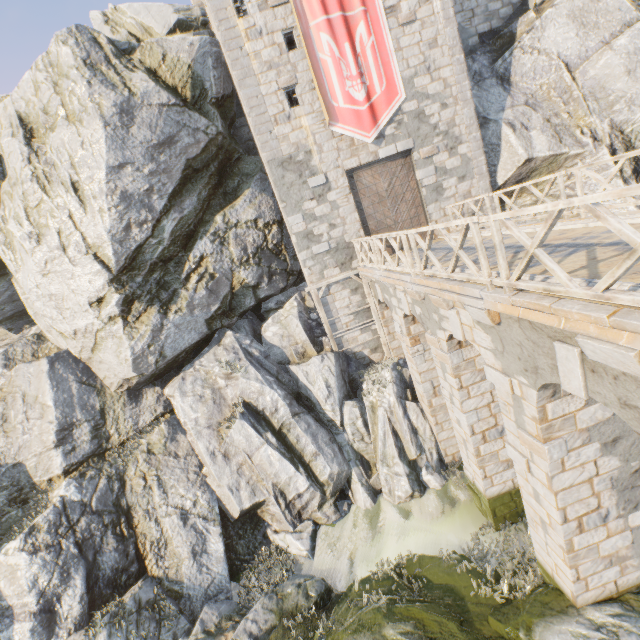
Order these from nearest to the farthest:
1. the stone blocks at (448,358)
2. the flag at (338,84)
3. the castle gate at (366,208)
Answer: the stone blocks at (448,358), the flag at (338,84), the castle gate at (366,208)

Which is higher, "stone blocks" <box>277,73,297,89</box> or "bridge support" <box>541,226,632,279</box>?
"stone blocks" <box>277,73,297,89</box>

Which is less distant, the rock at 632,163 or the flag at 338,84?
the flag at 338,84

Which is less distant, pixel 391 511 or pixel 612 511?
pixel 612 511

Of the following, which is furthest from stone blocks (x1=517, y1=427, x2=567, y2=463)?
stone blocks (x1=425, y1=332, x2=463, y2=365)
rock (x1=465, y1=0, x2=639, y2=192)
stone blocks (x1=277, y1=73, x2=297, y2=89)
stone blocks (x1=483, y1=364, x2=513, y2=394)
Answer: stone blocks (x1=277, y1=73, x2=297, y2=89)

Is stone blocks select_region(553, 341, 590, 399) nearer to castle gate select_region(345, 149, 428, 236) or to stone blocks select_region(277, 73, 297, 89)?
castle gate select_region(345, 149, 428, 236)

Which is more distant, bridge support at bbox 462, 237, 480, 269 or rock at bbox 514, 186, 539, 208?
rock at bbox 514, 186, 539, 208

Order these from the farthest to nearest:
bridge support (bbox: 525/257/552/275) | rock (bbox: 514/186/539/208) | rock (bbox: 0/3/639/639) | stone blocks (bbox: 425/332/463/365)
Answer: Result:
1. rock (bbox: 514/186/539/208)
2. rock (bbox: 0/3/639/639)
3. stone blocks (bbox: 425/332/463/365)
4. bridge support (bbox: 525/257/552/275)
